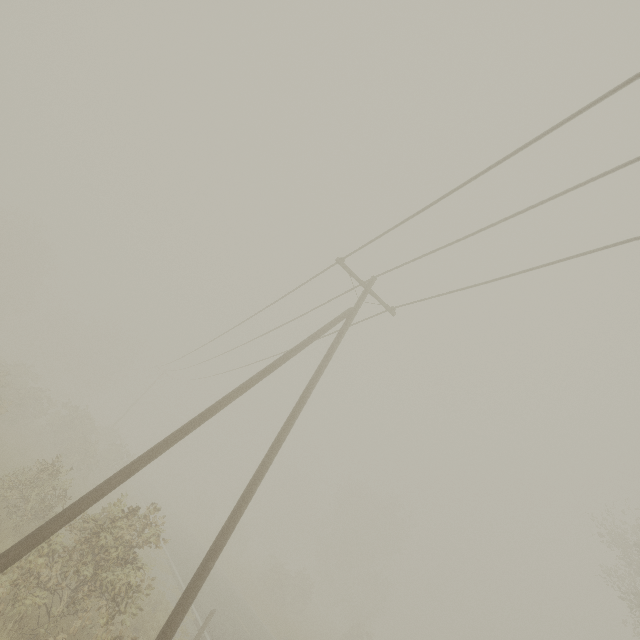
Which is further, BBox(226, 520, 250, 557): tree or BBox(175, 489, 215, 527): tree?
BBox(175, 489, 215, 527): tree

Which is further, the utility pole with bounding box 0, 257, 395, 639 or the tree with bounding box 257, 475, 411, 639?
the tree with bounding box 257, 475, 411, 639

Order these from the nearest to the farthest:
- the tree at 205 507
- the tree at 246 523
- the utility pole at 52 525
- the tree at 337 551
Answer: the utility pole at 52 525 → the tree at 337 551 → the tree at 246 523 → the tree at 205 507

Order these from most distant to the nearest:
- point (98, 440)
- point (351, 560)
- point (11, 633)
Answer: point (351, 560)
point (98, 440)
point (11, 633)

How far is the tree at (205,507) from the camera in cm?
4986

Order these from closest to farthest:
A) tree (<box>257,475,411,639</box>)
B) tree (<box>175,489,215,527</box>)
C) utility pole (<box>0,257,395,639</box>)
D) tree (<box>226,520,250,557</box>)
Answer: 1. utility pole (<box>0,257,395,639</box>)
2. tree (<box>257,475,411,639</box>)
3. tree (<box>226,520,250,557</box>)
4. tree (<box>175,489,215,527</box>)
